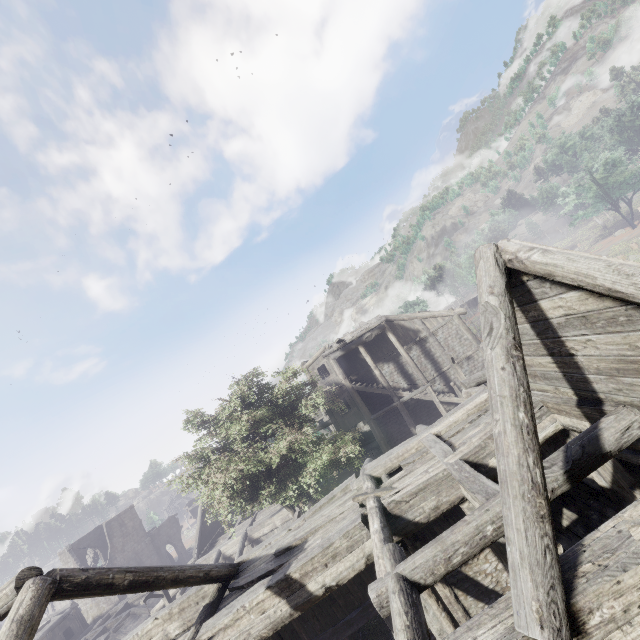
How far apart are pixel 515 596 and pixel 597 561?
0.92m
